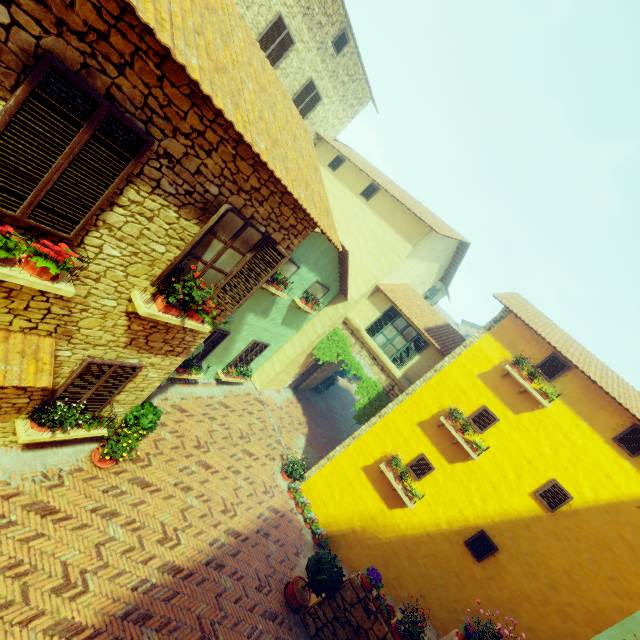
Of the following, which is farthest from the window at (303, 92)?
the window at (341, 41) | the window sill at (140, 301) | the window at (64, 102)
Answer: the window sill at (140, 301)

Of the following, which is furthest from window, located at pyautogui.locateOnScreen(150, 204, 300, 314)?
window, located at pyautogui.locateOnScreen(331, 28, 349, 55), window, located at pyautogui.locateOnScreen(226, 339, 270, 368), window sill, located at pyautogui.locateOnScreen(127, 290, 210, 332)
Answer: window, located at pyautogui.locateOnScreen(331, 28, 349, 55)

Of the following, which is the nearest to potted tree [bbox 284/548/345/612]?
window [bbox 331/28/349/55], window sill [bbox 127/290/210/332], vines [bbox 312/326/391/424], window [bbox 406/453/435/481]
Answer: window [bbox 406/453/435/481]

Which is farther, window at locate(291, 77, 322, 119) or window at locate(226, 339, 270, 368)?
window at locate(291, 77, 322, 119)

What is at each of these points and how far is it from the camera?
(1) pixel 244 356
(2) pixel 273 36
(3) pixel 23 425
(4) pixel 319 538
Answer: (1) window, 12.8 meters
(2) window, 11.4 meters
(3) window sill, 5.8 meters
(4) flower pot, 10.8 meters

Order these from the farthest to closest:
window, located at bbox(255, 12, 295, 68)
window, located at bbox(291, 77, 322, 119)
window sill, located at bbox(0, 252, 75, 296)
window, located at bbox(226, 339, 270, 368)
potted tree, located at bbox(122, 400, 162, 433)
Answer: window, located at bbox(291, 77, 322, 119) < window, located at bbox(226, 339, 270, 368) < window, located at bbox(255, 12, 295, 68) < potted tree, located at bbox(122, 400, 162, 433) < window sill, located at bbox(0, 252, 75, 296)

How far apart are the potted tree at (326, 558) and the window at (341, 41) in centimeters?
1765cm

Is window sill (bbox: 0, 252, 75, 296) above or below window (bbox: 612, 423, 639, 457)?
below
